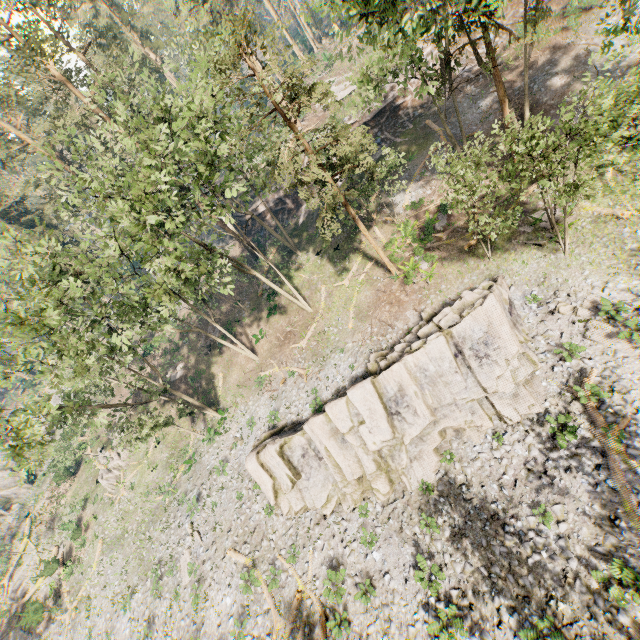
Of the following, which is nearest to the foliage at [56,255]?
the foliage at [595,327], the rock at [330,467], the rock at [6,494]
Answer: the rock at [330,467]

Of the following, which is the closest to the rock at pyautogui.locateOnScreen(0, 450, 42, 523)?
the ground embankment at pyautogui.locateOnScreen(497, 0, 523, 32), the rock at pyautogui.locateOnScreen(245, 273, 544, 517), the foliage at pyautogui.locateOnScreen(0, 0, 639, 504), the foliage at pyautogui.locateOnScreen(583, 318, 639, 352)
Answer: the foliage at pyautogui.locateOnScreen(0, 0, 639, 504)

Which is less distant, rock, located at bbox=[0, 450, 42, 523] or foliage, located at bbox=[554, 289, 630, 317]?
foliage, located at bbox=[554, 289, 630, 317]

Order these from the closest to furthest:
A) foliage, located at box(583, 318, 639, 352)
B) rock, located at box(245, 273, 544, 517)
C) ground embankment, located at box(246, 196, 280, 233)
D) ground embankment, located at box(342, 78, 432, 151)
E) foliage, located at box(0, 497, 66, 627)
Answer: foliage, located at box(583, 318, 639, 352)
rock, located at box(245, 273, 544, 517)
foliage, located at box(0, 497, 66, 627)
ground embankment, located at box(342, 78, 432, 151)
ground embankment, located at box(246, 196, 280, 233)

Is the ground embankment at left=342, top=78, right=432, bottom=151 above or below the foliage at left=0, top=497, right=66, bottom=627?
above

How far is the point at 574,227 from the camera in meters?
19.0 m

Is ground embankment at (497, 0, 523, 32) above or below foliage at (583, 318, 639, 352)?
above

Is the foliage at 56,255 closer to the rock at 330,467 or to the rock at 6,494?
the rock at 330,467
